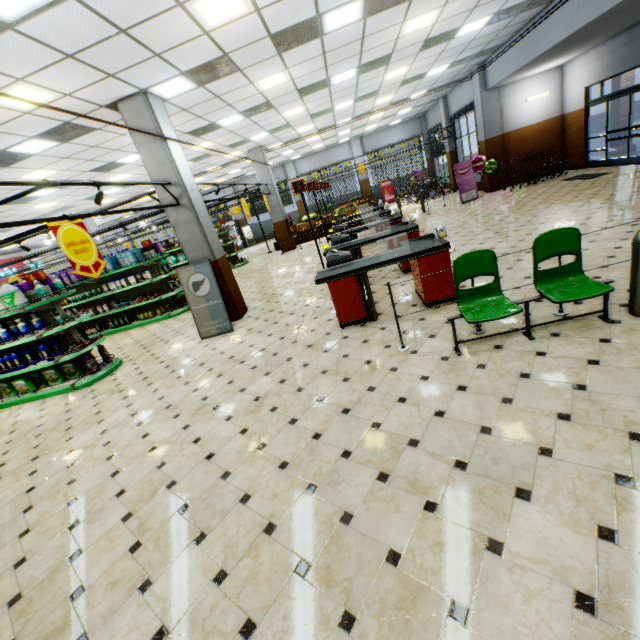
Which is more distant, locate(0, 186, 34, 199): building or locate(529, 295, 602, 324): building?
locate(0, 186, 34, 199): building

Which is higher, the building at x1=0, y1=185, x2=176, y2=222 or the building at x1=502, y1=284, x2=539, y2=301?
the building at x1=0, y1=185, x2=176, y2=222

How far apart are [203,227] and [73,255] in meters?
3.4 m

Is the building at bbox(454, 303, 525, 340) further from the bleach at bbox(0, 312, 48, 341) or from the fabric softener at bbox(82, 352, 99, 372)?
the bleach at bbox(0, 312, 48, 341)

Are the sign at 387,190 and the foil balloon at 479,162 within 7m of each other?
no

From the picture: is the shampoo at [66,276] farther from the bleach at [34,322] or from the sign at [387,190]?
the sign at [387,190]

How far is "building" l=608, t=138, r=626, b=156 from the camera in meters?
13.3 m

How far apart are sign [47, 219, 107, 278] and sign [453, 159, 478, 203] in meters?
13.8
